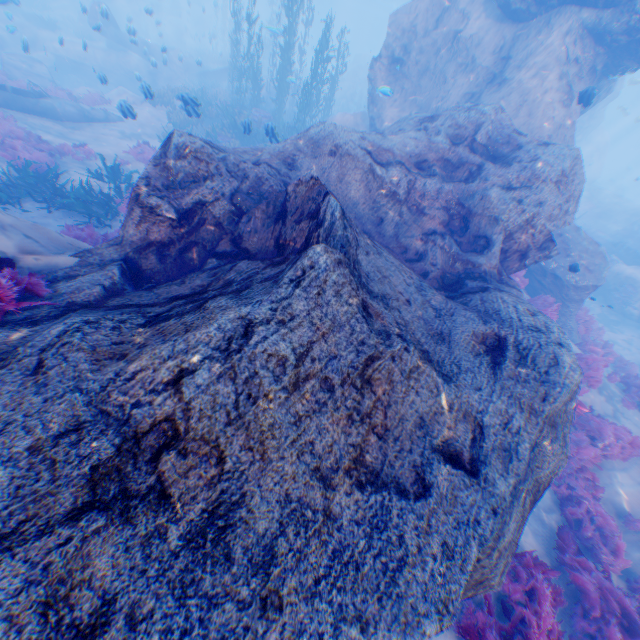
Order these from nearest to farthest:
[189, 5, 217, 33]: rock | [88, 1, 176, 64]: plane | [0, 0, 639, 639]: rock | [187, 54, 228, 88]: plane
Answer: [0, 0, 639, 639]: rock → [88, 1, 176, 64]: plane → [187, 54, 228, 88]: plane → [189, 5, 217, 33]: rock

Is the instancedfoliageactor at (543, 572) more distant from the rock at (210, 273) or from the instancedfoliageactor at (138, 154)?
the instancedfoliageactor at (138, 154)

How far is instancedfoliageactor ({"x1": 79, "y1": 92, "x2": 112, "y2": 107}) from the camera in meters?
16.8

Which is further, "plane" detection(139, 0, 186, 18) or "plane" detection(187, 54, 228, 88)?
"plane" detection(139, 0, 186, 18)

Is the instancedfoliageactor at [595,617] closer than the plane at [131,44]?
Yes

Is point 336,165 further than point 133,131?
No

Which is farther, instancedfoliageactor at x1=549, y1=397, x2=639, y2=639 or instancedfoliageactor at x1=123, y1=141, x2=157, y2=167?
instancedfoliageactor at x1=123, y1=141, x2=157, y2=167

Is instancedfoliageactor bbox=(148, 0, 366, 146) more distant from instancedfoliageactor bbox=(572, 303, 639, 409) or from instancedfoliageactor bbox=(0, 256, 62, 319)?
instancedfoliageactor bbox=(572, 303, 639, 409)
